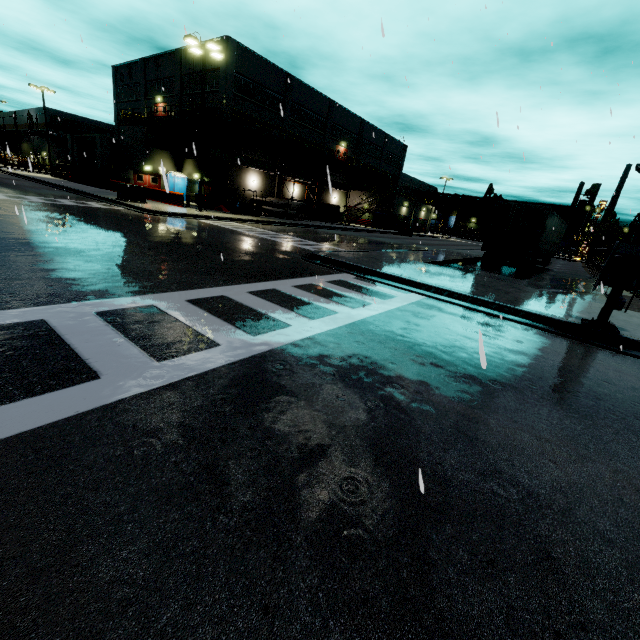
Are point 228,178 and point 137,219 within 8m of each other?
no

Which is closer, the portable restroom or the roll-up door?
the roll-up door

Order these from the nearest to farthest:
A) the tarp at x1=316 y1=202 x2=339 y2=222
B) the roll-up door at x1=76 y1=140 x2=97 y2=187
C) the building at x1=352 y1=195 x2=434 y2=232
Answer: the roll-up door at x1=76 y1=140 x2=97 y2=187 < the tarp at x1=316 y1=202 x2=339 y2=222 < the building at x1=352 y1=195 x2=434 y2=232

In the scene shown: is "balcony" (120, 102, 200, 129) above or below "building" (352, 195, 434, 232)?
above

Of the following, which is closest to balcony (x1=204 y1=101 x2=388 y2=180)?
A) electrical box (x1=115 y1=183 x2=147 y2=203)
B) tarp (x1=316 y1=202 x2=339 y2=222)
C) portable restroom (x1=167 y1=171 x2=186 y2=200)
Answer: tarp (x1=316 y1=202 x2=339 y2=222)

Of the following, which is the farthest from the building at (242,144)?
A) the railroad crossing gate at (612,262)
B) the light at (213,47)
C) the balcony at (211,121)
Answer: the railroad crossing gate at (612,262)

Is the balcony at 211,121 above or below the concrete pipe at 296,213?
above

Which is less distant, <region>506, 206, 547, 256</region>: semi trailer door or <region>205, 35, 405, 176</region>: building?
<region>506, 206, 547, 256</region>: semi trailer door
